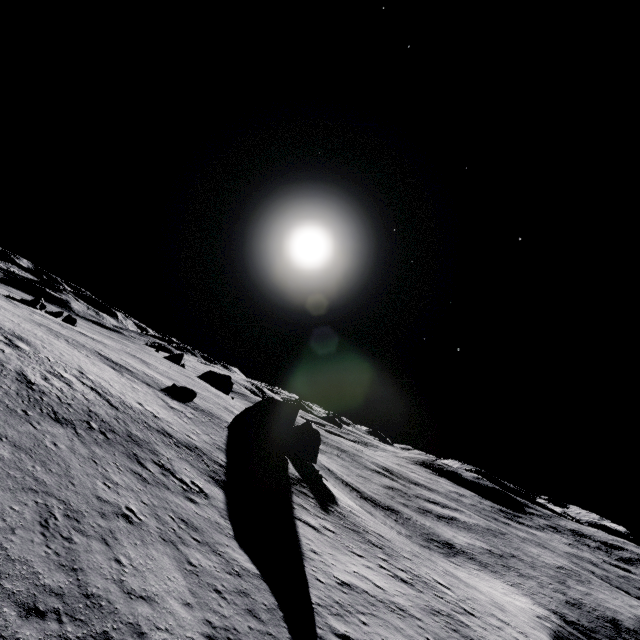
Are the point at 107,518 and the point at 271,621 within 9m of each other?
yes

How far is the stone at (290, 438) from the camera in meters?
37.7

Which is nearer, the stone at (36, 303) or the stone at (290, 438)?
the stone at (290, 438)

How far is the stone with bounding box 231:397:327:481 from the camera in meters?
37.7

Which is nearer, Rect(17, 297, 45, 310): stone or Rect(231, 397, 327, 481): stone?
Rect(231, 397, 327, 481): stone

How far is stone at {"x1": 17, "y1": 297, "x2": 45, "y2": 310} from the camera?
51.2 meters
